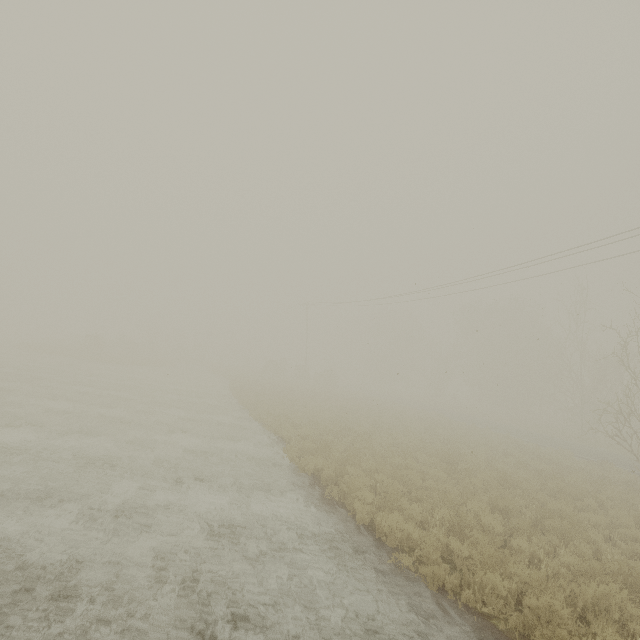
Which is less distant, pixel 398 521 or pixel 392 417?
pixel 398 521
